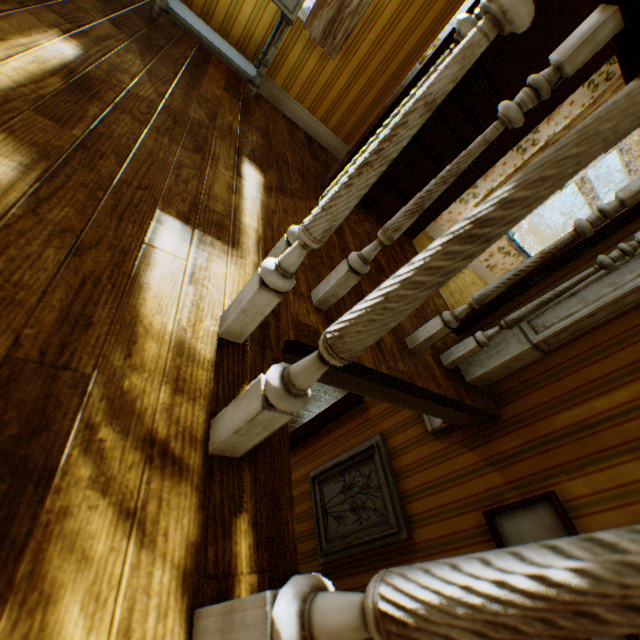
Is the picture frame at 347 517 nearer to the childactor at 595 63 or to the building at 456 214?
the building at 456 214

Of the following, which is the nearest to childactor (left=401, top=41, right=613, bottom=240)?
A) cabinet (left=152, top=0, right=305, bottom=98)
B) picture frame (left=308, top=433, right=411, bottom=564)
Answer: cabinet (left=152, top=0, right=305, bottom=98)

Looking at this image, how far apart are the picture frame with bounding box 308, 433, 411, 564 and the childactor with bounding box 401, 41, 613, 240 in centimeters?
201cm

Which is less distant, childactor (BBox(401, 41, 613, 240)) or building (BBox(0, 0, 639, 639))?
building (BBox(0, 0, 639, 639))

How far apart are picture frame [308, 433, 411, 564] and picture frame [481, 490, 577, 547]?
0.60m

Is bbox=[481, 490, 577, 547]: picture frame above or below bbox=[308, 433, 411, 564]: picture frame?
above

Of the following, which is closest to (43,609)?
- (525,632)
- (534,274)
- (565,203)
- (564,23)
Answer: (525,632)
